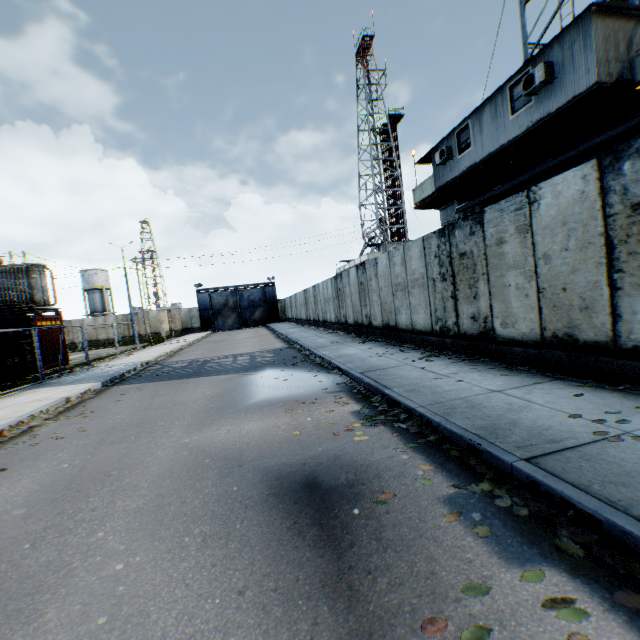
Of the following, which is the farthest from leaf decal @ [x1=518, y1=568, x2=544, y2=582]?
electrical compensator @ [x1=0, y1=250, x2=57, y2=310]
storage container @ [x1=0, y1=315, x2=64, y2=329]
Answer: electrical compensator @ [x1=0, y1=250, x2=57, y2=310]

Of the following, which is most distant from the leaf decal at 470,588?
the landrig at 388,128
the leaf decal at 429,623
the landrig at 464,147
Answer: the landrig at 388,128

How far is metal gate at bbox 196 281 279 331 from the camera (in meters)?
45.34

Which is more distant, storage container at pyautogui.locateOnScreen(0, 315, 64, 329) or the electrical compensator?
the electrical compensator

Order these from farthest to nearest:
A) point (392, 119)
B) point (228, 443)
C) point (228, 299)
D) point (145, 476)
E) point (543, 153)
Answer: point (228, 299) → point (392, 119) → point (543, 153) → point (228, 443) → point (145, 476)

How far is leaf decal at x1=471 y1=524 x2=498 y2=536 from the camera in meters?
2.5

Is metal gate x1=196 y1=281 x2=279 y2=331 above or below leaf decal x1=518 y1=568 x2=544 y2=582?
above

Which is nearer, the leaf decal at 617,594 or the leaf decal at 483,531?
the leaf decal at 617,594
